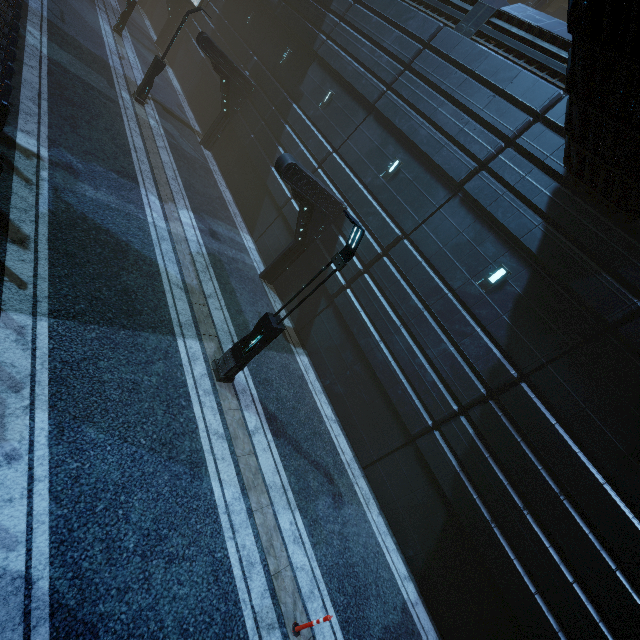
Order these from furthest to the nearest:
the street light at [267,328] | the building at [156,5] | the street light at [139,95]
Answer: the building at [156,5], the street light at [139,95], the street light at [267,328]

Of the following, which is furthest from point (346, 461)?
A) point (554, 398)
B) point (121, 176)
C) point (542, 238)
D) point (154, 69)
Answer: point (154, 69)

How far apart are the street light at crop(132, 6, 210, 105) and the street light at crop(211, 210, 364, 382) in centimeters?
1669cm

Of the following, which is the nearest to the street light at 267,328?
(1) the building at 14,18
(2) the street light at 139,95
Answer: (1) the building at 14,18

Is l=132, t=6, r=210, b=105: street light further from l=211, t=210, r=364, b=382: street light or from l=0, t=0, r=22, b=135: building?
l=211, t=210, r=364, b=382: street light

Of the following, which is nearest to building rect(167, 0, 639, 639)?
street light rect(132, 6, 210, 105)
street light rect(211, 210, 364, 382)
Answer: street light rect(132, 6, 210, 105)

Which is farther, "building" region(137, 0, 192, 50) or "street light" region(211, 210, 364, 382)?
"building" region(137, 0, 192, 50)

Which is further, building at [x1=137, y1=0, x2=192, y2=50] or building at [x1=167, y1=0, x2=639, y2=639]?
building at [x1=137, y1=0, x2=192, y2=50]
